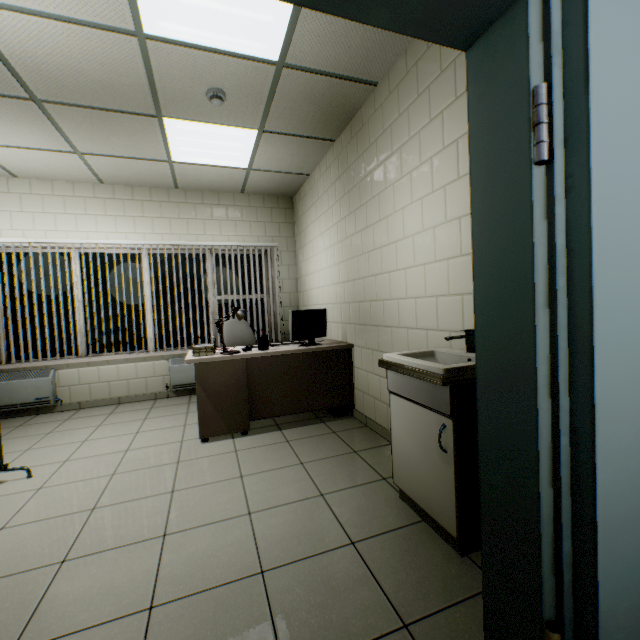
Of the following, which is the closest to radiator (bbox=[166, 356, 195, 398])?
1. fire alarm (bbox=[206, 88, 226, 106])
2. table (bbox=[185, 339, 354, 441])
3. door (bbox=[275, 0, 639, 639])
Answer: table (bbox=[185, 339, 354, 441])

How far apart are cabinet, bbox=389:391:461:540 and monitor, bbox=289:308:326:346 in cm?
166

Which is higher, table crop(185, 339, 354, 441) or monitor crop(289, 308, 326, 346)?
monitor crop(289, 308, 326, 346)

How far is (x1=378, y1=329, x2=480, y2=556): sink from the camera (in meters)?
1.60

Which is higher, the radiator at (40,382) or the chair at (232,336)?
the chair at (232,336)

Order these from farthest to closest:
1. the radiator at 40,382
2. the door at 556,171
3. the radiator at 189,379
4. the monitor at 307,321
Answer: the radiator at 189,379 → the radiator at 40,382 → the monitor at 307,321 → the door at 556,171

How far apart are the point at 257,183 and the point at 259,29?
2.79m

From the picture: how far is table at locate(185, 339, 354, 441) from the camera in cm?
324
